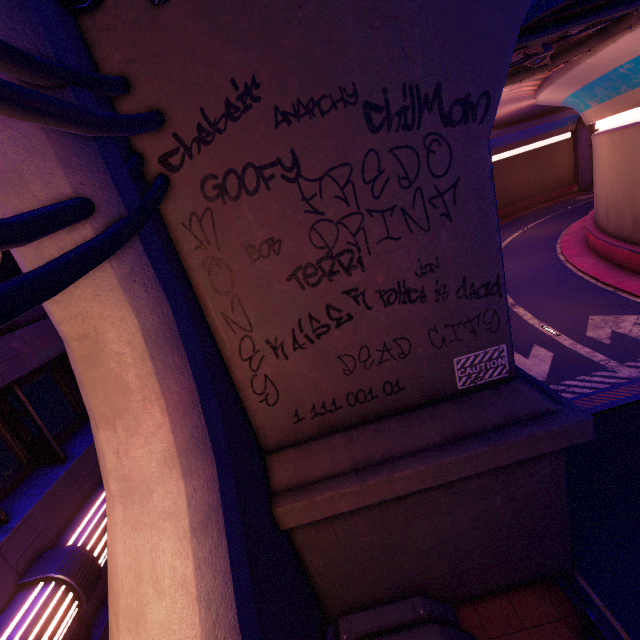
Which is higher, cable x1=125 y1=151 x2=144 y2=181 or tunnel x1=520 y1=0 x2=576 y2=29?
tunnel x1=520 y1=0 x2=576 y2=29

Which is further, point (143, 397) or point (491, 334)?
point (491, 334)

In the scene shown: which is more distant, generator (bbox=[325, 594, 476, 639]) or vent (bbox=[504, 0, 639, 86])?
vent (bbox=[504, 0, 639, 86])

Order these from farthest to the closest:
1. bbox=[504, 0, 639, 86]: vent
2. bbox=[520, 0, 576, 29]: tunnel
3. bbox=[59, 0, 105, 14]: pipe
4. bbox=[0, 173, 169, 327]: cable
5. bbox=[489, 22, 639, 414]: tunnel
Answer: bbox=[489, 22, 639, 414]: tunnel < bbox=[504, 0, 639, 86]: vent < bbox=[520, 0, 576, 29]: tunnel < bbox=[59, 0, 105, 14]: pipe < bbox=[0, 173, 169, 327]: cable

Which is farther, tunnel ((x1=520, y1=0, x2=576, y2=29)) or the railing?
tunnel ((x1=520, y1=0, x2=576, y2=29))

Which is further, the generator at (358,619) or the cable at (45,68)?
the generator at (358,619)

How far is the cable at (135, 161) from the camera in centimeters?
369cm

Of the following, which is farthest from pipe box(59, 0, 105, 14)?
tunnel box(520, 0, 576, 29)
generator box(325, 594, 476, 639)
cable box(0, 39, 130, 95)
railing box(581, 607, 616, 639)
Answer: railing box(581, 607, 616, 639)
